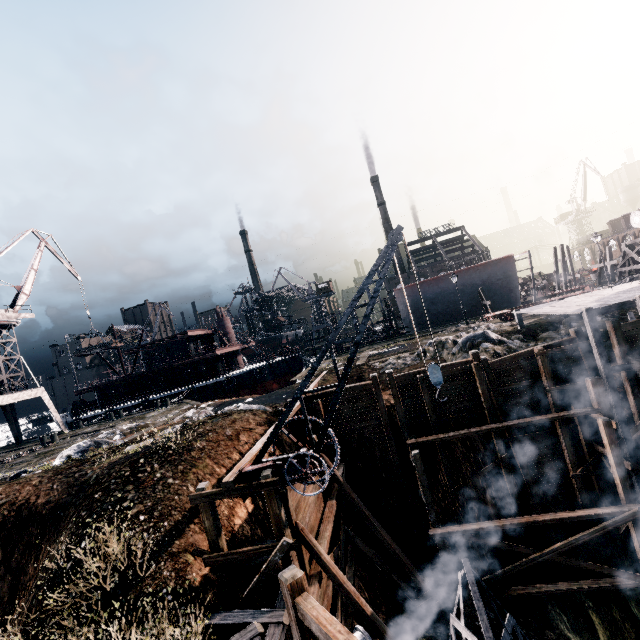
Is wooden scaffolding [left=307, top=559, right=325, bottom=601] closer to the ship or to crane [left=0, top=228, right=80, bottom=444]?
the ship

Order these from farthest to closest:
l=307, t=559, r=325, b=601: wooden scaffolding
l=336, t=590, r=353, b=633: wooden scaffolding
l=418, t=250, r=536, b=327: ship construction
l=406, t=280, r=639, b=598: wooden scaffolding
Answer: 1. l=418, t=250, r=536, b=327: ship construction
2. l=406, t=280, r=639, b=598: wooden scaffolding
3. l=336, t=590, r=353, b=633: wooden scaffolding
4. l=307, t=559, r=325, b=601: wooden scaffolding

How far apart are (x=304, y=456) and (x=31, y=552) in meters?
12.6

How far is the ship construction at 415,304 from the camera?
44.3m

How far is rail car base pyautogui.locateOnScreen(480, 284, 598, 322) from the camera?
27.1 meters

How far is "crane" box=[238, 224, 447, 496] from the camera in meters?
9.1

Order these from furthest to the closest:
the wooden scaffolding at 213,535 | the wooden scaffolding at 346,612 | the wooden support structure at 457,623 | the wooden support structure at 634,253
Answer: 1. the wooden support structure at 634,253
2. the wooden scaffolding at 346,612
3. the wooden support structure at 457,623
4. the wooden scaffolding at 213,535
